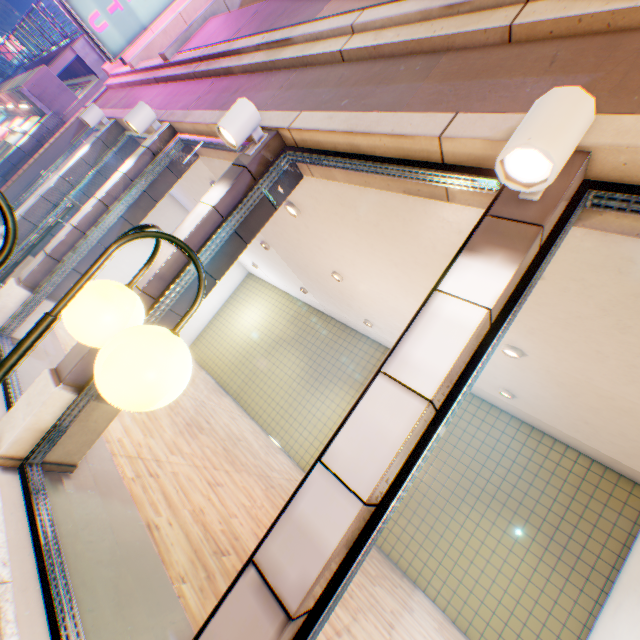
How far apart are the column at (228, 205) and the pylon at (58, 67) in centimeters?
1304cm

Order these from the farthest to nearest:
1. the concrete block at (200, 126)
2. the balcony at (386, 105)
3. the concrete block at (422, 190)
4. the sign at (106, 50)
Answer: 1. the sign at (106, 50)
2. the concrete block at (200, 126)
3. the concrete block at (422, 190)
4. the balcony at (386, 105)

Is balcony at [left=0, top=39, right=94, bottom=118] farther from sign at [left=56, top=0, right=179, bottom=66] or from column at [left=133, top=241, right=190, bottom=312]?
column at [left=133, top=241, right=190, bottom=312]

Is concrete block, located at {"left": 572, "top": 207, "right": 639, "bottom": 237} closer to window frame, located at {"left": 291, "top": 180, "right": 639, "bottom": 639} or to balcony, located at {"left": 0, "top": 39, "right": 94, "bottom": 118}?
window frame, located at {"left": 291, "top": 180, "right": 639, "bottom": 639}

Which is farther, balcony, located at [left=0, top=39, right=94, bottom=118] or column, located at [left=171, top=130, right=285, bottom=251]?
balcony, located at [left=0, top=39, right=94, bottom=118]

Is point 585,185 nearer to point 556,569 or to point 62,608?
point 62,608

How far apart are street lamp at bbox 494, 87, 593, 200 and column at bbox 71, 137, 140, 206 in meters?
8.3 m

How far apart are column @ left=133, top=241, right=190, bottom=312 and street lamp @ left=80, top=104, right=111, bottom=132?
5.4m
